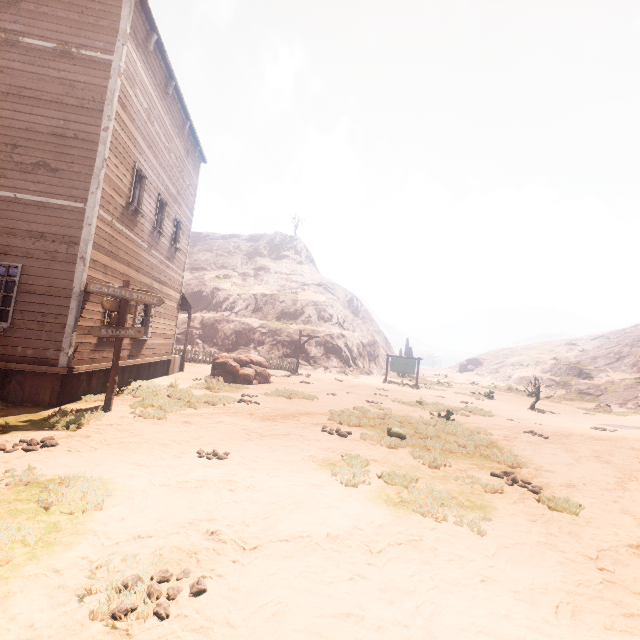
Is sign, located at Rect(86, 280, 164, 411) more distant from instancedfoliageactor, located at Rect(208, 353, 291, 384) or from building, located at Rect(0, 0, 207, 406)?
instancedfoliageactor, located at Rect(208, 353, 291, 384)

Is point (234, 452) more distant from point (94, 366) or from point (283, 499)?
point (94, 366)

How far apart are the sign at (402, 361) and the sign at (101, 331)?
19.21m

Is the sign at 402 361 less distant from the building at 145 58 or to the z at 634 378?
the z at 634 378

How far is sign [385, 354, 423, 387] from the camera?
23.45m

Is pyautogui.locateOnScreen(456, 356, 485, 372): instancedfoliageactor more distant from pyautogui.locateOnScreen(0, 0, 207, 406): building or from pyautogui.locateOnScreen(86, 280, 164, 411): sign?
pyautogui.locateOnScreen(86, 280, 164, 411): sign

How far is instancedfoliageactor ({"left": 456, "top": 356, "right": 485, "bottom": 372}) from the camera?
50.8m

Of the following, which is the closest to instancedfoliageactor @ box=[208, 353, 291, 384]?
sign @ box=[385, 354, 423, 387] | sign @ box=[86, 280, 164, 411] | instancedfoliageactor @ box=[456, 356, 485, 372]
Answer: sign @ box=[86, 280, 164, 411]
